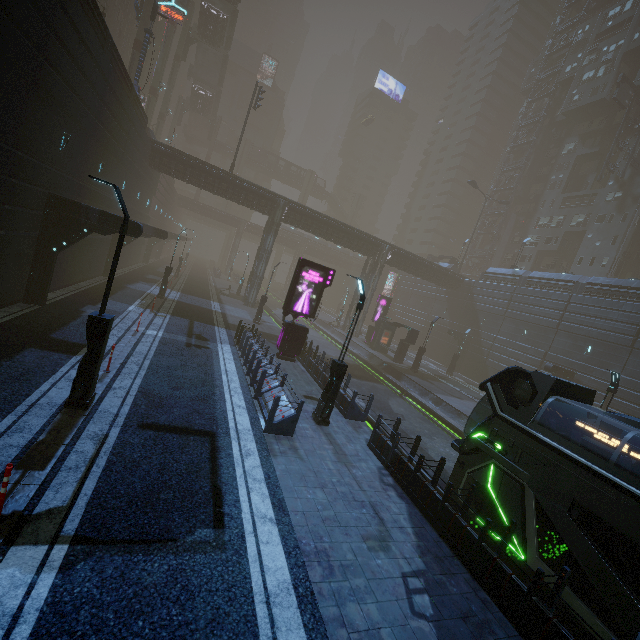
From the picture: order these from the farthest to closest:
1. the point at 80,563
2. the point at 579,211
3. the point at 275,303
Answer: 1. the point at 275,303
2. the point at 579,211
3. the point at 80,563

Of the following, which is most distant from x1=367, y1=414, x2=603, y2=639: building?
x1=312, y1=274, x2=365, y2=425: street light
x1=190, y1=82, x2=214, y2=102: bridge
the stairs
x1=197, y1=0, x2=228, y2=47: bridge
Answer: x1=197, y1=0, x2=228, y2=47: bridge

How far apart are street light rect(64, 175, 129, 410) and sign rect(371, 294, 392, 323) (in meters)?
30.73

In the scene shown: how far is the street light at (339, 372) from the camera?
11.7m

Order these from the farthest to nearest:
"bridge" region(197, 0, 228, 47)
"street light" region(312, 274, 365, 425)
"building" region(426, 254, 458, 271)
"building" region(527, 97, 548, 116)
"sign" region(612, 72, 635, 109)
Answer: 1. "building" region(527, 97, 548, 116)
2. "building" region(426, 254, 458, 271)
3. "bridge" region(197, 0, 228, 47)
4. "sign" region(612, 72, 635, 109)
5. "street light" region(312, 274, 365, 425)

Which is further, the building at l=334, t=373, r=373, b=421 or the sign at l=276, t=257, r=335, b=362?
the sign at l=276, t=257, r=335, b=362

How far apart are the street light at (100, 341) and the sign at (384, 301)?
30.7 meters

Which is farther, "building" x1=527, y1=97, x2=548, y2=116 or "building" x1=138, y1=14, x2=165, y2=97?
"building" x1=527, y1=97, x2=548, y2=116
